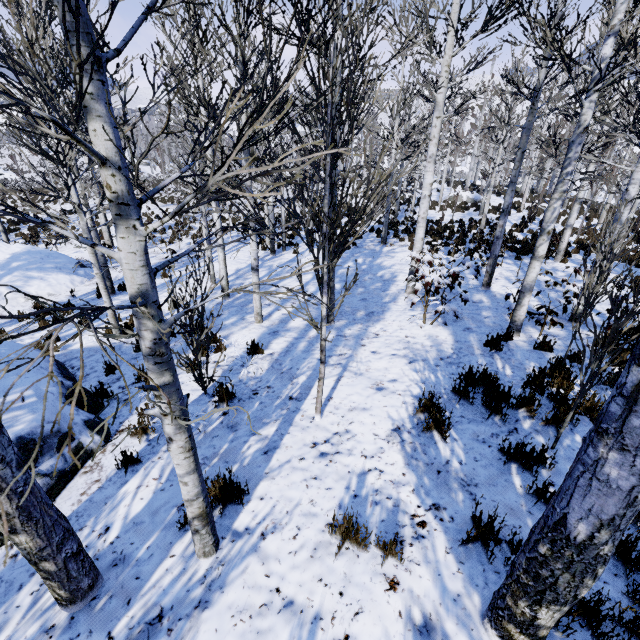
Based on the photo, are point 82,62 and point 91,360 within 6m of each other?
no

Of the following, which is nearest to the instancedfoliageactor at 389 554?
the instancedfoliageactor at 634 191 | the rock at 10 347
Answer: the instancedfoliageactor at 634 191

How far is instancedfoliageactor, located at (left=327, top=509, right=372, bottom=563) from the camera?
2.7 meters

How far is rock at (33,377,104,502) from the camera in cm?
352

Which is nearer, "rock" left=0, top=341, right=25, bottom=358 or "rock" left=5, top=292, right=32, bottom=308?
"rock" left=0, top=341, right=25, bottom=358

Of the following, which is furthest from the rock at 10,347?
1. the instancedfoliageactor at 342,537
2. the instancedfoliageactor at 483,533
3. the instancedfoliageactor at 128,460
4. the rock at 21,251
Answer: the rock at 21,251

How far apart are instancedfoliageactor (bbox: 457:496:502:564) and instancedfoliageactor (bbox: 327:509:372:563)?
0.7m
